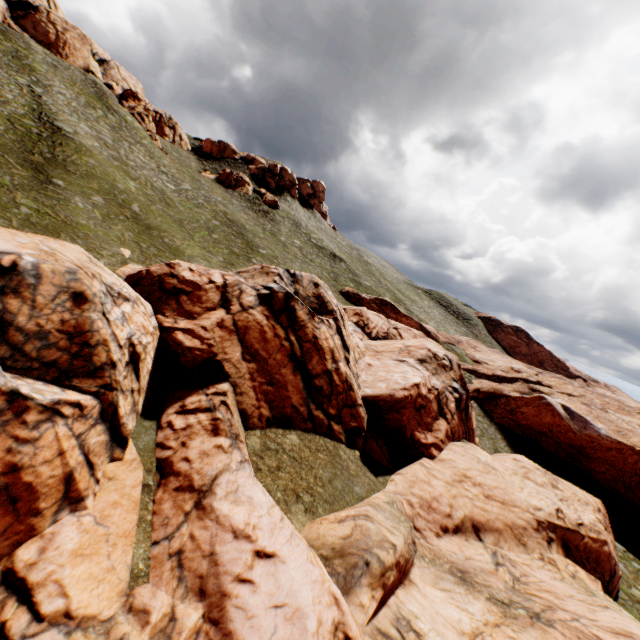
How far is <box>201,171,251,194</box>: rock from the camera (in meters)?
58.12

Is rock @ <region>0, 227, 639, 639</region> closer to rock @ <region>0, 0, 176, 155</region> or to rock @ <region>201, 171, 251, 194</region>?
rock @ <region>201, 171, 251, 194</region>

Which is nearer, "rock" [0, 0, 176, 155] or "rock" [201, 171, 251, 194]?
"rock" [0, 0, 176, 155]

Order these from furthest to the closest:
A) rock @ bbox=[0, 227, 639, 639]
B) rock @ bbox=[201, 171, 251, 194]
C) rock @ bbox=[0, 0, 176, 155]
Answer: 1. rock @ bbox=[201, 171, 251, 194]
2. rock @ bbox=[0, 0, 176, 155]
3. rock @ bbox=[0, 227, 639, 639]

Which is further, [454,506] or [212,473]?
[454,506]

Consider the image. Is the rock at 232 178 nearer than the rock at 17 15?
No

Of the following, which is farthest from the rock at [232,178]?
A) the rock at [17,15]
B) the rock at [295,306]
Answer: the rock at [295,306]

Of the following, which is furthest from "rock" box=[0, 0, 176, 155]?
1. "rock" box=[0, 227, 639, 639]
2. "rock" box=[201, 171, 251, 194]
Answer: "rock" box=[0, 227, 639, 639]
